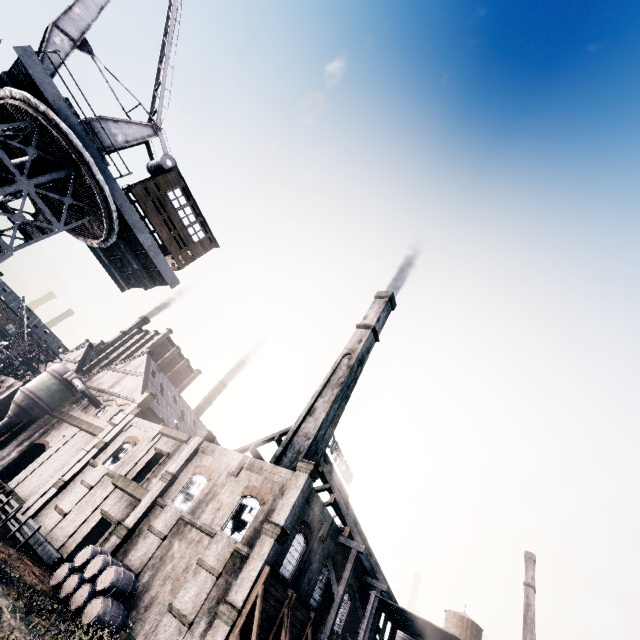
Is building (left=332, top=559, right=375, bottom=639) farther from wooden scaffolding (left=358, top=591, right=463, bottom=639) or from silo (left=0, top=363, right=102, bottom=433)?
wooden scaffolding (left=358, top=591, right=463, bottom=639)

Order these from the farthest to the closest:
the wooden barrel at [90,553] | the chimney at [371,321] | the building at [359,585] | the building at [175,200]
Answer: the chimney at [371,321], the building at [359,585], the wooden barrel at [90,553], the building at [175,200]

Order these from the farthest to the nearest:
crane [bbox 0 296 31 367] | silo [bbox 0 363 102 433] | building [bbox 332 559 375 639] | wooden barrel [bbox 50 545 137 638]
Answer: crane [bbox 0 296 31 367] → silo [bbox 0 363 102 433] → building [bbox 332 559 375 639] → wooden barrel [bbox 50 545 137 638]

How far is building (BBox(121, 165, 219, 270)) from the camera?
16.3m

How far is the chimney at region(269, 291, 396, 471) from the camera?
30.7m

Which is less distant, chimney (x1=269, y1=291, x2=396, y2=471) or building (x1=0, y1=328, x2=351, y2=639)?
Answer: building (x1=0, y1=328, x2=351, y2=639)

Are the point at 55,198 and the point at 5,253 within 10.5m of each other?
yes

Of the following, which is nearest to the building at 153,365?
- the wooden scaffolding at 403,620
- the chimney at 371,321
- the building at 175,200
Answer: the wooden scaffolding at 403,620
